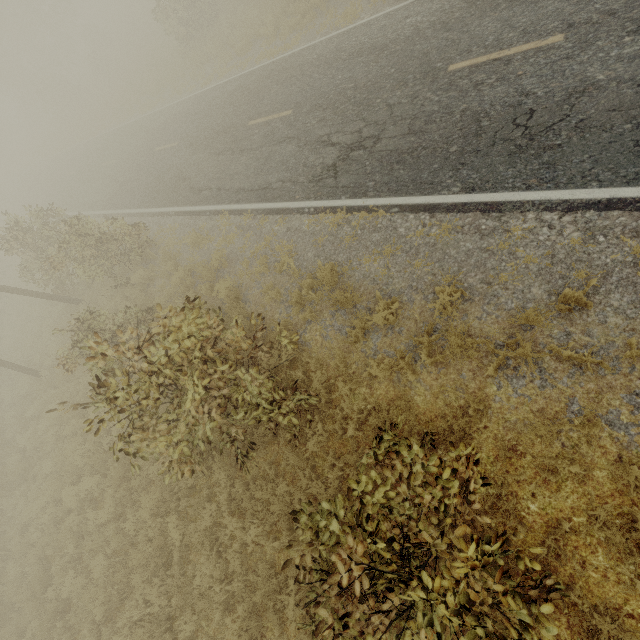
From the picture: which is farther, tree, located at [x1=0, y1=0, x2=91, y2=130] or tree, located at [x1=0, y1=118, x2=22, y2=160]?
tree, located at [x1=0, y1=118, x2=22, y2=160]

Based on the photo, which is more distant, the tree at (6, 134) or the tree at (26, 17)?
the tree at (6, 134)

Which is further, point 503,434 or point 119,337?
point 119,337
